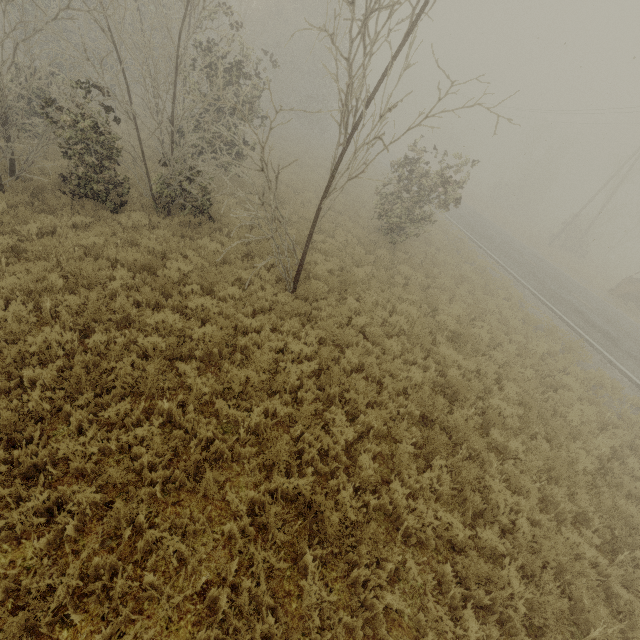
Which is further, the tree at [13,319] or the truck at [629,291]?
the truck at [629,291]

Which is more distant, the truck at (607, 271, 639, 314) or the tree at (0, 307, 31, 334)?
the truck at (607, 271, 639, 314)

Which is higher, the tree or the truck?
the truck

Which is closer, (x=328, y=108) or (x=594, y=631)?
(x=594, y=631)

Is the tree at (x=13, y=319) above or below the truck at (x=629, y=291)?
below
